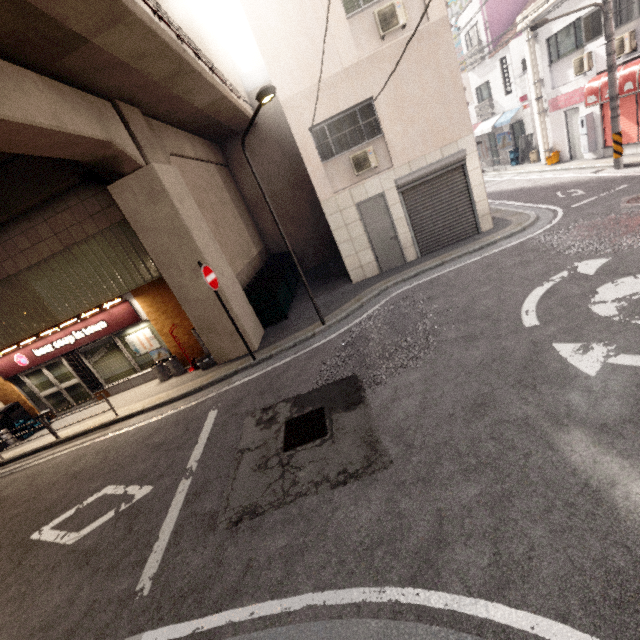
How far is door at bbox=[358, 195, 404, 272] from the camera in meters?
10.5

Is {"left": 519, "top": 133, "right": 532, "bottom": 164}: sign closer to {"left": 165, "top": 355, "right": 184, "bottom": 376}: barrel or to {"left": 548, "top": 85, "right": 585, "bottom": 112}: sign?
{"left": 548, "top": 85, "right": 585, "bottom": 112}: sign

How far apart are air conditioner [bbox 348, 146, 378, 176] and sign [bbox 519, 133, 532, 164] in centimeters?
1298cm

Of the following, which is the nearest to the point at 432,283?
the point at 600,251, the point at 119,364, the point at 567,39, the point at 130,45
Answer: the point at 600,251

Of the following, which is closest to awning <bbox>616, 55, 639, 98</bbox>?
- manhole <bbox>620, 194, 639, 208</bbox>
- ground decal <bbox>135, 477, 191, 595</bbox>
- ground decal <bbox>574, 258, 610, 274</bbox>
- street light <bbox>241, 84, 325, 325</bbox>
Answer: manhole <bbox>620, 194, 639, 208</bbox>

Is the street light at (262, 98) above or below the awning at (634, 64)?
above

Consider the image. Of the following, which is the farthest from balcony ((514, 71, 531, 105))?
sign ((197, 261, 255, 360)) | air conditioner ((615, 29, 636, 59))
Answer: sign ((197, 261, 255, 360))

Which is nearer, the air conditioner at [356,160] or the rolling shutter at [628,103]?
the air conditioner at [356,160]
